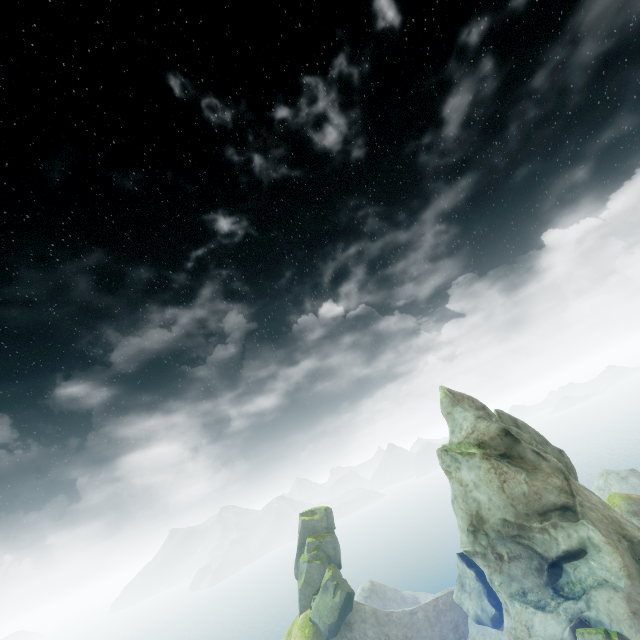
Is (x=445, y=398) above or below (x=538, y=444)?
above

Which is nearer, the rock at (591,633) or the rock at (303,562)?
the rock at (591,633)

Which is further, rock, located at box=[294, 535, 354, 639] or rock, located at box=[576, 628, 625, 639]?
rock, located at box=[294, 535, 354, 639]
